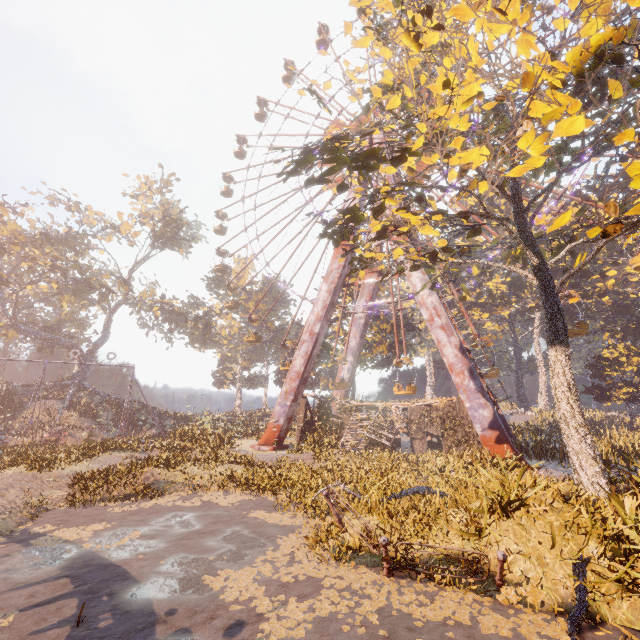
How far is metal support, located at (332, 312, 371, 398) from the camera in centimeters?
→ 2991cm

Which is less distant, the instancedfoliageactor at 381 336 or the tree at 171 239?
the tree at 171 239

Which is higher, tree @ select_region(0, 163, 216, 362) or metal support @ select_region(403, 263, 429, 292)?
tree @ select_region(0, 163, 216, 362)

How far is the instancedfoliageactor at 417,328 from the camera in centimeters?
3834cm

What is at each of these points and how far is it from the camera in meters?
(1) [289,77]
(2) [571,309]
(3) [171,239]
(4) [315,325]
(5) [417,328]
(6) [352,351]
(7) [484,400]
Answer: (1) ferris wheel, 40.2 m
(2) instancedfoliageactor, 38.5 m
(3) tree, 42.4 m
(4) metal support, 24.2 m
(5) instancedfoliageactor, 38.7 m
(6) metal support, 30.0 m
(7) metal support, 16.9 m

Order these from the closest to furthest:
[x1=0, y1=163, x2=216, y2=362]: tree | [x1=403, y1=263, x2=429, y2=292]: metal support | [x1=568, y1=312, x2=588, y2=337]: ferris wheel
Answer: [x1=568, y1=312, x2=588, y2=337]: ferris wheel, [x1=403, y1=263, x2=429, y2=292]: metal support, [x1=0, y1=163, x2=216, y2=362]: tree

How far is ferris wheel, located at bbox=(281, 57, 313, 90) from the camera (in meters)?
37.94
